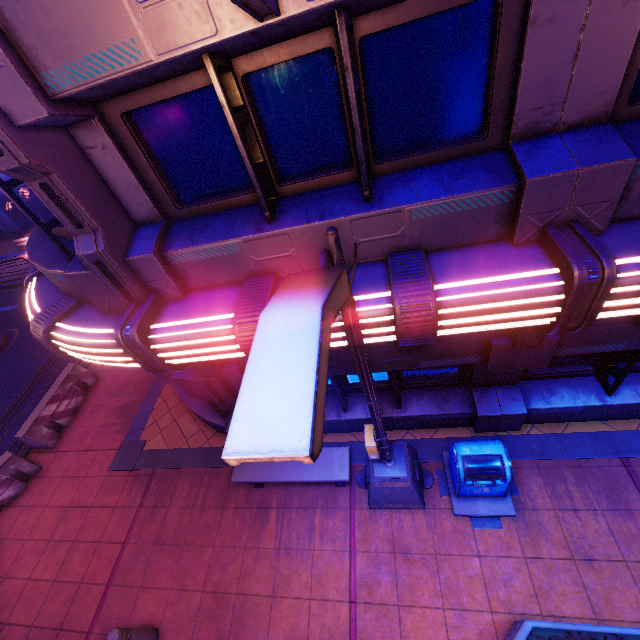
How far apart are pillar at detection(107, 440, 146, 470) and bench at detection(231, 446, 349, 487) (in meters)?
3.27

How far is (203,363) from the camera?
5.3 meters

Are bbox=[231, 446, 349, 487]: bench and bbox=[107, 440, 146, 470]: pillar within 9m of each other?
yes

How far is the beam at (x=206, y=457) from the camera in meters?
7.8 m

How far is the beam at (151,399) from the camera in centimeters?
893cm

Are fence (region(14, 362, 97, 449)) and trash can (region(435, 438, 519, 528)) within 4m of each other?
no

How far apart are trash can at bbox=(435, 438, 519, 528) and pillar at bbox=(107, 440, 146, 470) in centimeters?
729cm

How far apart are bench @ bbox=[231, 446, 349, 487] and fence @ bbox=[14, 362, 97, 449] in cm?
639
